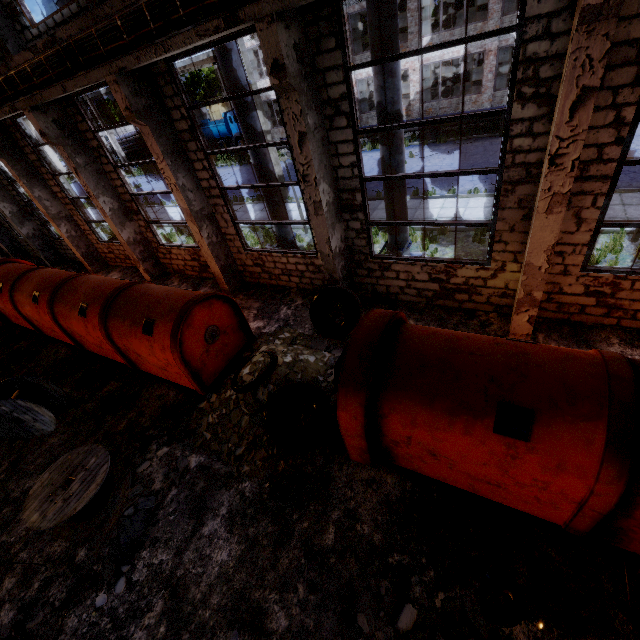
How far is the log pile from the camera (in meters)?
39.12

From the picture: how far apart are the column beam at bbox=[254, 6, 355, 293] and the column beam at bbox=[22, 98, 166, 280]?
8.5m

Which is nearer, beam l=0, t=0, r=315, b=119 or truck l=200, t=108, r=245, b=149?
beam l=0, t=0, r=315, b=119

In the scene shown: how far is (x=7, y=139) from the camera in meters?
→ 12.4

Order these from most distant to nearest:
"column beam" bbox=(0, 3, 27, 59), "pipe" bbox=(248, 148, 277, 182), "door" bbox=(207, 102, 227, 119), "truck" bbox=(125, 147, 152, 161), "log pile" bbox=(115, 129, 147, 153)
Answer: "door" bbox=(207, 102, 227, 119) → "truck" bbox=(125, 147, 152, 161) → "log pile" bbox=(115, 129, 147, 153) → "pipe" bbox=(248, 148, 277, 182) → "column beam" bbox=(0, 3, 27, 59)

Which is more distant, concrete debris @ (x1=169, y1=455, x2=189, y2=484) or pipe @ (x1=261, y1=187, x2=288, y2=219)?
pipe @ (x1=261, y1=187, x2=288, y2=219)

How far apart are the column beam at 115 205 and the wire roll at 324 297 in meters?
8.2

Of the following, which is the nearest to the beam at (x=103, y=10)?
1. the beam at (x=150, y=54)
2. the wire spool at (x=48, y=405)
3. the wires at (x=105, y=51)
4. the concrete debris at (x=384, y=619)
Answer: the wires at (x=105, y=51)
